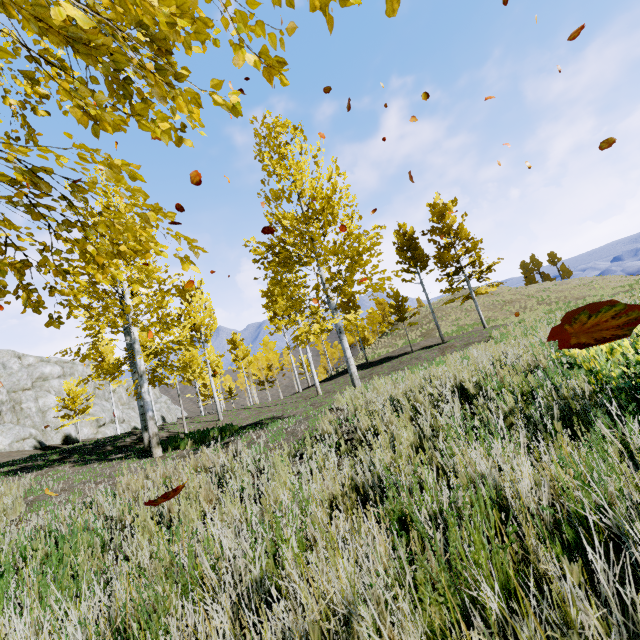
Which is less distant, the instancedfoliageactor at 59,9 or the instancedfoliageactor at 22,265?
the instancedfoliageactor at 59,9

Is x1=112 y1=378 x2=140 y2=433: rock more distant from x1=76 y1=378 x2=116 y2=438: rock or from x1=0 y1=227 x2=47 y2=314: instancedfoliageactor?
x1=0 y1=227 x2=47 y2=314: instancedfoliageactor

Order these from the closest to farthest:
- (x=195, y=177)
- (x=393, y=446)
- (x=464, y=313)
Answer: (x=393, y=446) → (x=195, y=177) → (x=464, y=313)

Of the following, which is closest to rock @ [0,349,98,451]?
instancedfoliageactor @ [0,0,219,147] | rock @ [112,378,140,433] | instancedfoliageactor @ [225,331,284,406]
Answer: instancedfoliageactor @ [0,0,219,147]

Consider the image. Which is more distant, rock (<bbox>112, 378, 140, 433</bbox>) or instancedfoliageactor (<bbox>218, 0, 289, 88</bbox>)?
rock (<bbox>112, 378, 140, 433</bbox>)

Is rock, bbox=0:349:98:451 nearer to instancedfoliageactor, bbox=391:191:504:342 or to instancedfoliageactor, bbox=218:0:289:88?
instancedfoliageactor, bbox=218:0:289:88

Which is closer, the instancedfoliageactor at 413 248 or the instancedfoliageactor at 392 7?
the instancedfoliageactor at 392 7

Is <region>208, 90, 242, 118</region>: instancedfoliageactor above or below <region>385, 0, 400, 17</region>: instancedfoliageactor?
below
